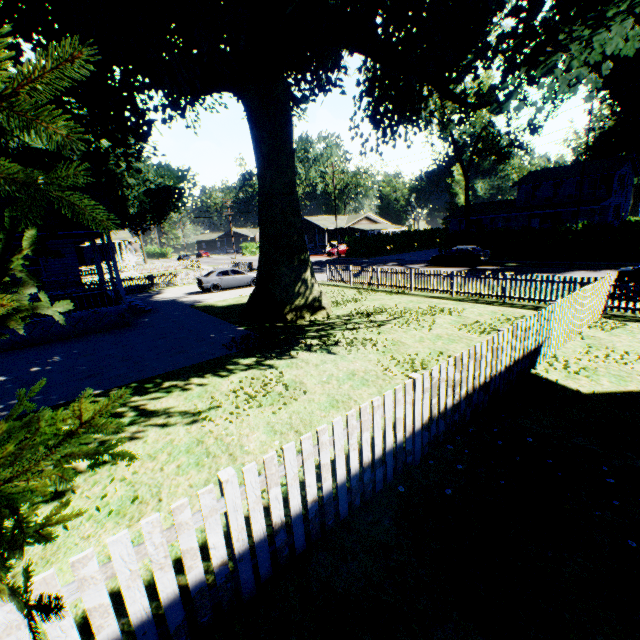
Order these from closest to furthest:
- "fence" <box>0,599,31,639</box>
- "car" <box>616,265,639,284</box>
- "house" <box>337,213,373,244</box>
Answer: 1. "fence" <box>0,599,31,639</box>
2. "car" <box>616,265,639,284</box>
3. "house" <box>337,213,373,244</box>

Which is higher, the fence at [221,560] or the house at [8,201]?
the house at [8,201]

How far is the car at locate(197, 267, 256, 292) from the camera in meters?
23.0

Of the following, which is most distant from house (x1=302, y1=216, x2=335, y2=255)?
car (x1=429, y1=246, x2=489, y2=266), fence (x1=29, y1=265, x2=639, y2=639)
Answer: car (x1=429, y1=246, x2=489, y2=266)

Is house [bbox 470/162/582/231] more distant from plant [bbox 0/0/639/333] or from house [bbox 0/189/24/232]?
house [bbox 0/189/24/232]

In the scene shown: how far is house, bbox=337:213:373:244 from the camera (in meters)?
57.04

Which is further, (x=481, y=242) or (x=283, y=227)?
(x=481, y=242)

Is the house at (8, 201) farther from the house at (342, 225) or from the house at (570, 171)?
the house at (570, 171)
